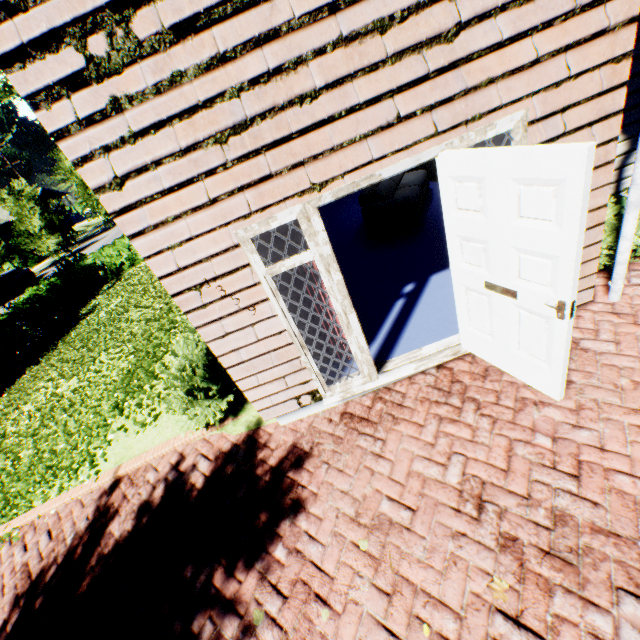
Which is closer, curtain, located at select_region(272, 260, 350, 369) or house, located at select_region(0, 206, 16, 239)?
curtain, located at select_region(272, 260, 350, 369)

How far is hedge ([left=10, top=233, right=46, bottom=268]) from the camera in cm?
3435

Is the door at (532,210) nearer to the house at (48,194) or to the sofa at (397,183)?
the sofa at (397,183)

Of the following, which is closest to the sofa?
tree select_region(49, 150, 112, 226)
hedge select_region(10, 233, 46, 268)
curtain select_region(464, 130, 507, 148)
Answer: curtain select_region(464, 130, 507, 148)

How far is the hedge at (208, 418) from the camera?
4.18m

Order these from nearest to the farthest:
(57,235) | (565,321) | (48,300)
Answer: (565,321), (48,300), (57,235)

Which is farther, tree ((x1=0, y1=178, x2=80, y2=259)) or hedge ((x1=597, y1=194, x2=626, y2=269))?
tree ((x1=0, y1=178, x2=80, y2=259))

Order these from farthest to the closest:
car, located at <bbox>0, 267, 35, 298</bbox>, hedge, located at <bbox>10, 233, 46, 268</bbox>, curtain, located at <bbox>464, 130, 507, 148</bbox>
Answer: hedge, located at <bbox>10, 233, 46, 268</bbox> < car, located at <bbox>0, 267, 35, 298</bbox> < curtain, located at <bbox>464, 130, 507, 148</bbox>
